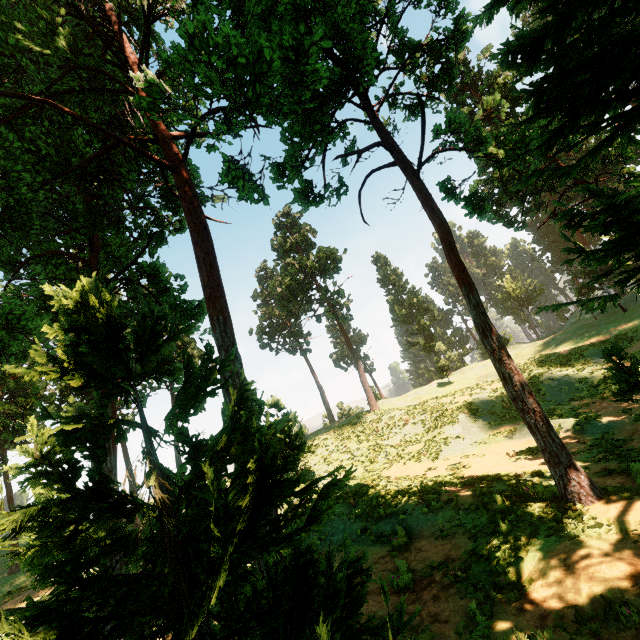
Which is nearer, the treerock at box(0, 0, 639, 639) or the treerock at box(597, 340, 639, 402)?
the treerock at box(0, 0, 639, 639)

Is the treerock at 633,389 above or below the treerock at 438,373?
below

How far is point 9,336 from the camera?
8.04m

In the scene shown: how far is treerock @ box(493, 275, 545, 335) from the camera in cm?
5247

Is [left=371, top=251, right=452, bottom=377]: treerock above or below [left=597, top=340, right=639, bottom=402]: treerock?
above

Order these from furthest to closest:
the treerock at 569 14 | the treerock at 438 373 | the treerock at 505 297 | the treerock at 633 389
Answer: the treerock at 505 297, the treerock at 438 373, the treerock at 633 389, the treerock at 569 14

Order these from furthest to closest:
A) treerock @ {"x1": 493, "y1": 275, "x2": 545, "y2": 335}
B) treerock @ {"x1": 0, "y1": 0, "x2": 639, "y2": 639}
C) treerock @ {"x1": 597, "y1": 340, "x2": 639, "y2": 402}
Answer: treerock @ {"x1": 493, "y1": 275, "x2": 545, "y2": 335}
treerock @ {"x1": 597, "y1": 340, "x2": 639, "y2": 402}
treerock @ {"x1": 0, "y1": 0, "x2": 639, "y2": 639}
